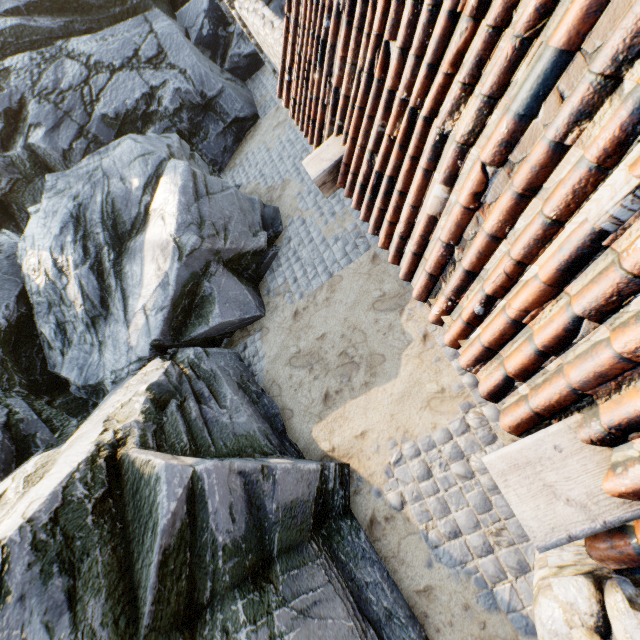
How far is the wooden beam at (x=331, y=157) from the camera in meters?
2.9 m

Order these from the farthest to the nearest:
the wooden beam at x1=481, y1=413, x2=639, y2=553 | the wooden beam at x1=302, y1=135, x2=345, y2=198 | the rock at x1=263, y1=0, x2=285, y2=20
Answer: the rock at x1=263, y1=0, x2=285, y2=20, the wooden beam at x1=302, y1=135, x2=345, y2=198, the wooden beam at x1=481, y1=413, x2=639, y2=553

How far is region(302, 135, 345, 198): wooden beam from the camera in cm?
294

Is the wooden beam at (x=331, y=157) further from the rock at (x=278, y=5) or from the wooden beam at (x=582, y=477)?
the rock at (x=278, y=5)

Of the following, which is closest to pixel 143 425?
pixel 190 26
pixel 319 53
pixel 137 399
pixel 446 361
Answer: pixel 137 399

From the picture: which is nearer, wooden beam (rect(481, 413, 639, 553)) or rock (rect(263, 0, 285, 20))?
wooden beam (rect(481, 413, 639, 553))

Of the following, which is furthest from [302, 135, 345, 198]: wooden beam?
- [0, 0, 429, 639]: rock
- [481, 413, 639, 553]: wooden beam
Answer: [0, 0, 429, 639]: rock

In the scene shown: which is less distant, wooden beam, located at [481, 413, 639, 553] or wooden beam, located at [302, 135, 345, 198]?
wooden beam, located at [481, 413, 639, 553]
